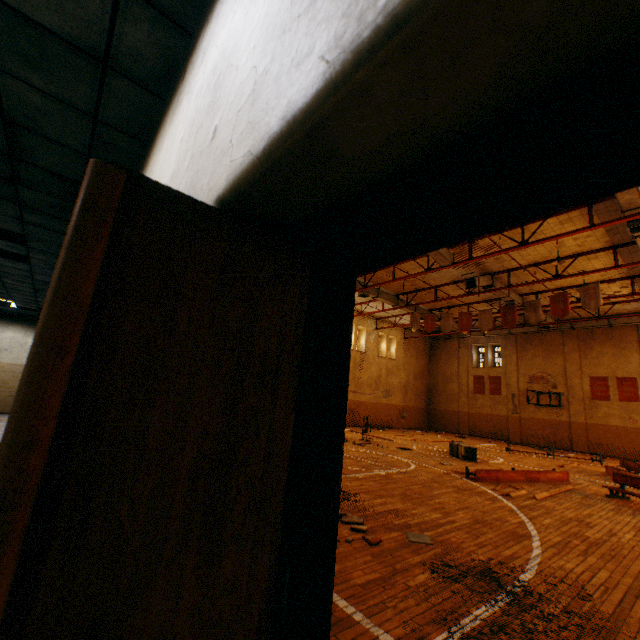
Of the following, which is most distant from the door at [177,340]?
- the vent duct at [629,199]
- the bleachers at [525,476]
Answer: the bleachers at [525,476]

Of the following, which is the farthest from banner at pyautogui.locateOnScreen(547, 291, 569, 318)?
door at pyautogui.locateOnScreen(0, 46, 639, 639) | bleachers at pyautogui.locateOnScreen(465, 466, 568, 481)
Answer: door at pyautogui.locateOnScreen(0, 46, 639, 639)

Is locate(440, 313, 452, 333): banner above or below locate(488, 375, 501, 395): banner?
above

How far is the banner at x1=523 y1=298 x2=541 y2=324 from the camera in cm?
1464

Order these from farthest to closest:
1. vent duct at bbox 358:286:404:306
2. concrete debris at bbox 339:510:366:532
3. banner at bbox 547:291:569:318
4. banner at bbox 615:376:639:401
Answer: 1. banner at bbox 615:376:639:401
2. vent duct at bbox 358:286:404:306
3. banner at bbox 547:291:569:318
4. concrete debris at bbox 339:510:366:532

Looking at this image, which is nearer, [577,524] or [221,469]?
[221,469]

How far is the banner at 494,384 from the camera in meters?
26.3

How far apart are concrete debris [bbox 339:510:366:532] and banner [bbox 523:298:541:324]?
13.7m
